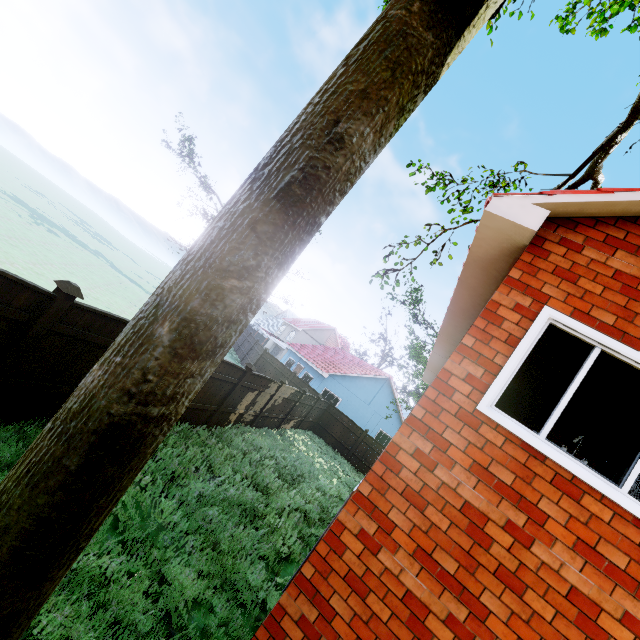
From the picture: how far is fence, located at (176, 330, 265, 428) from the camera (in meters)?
8.86

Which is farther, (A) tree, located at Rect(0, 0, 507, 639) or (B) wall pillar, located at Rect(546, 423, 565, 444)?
(B) wall pillar, located at Rect(546, 423, 565, 444)

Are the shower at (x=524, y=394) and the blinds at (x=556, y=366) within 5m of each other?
yes

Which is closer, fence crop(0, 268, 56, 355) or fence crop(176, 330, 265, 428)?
fence crop(0, 268, 56, 355)

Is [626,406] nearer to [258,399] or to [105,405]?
[105,405]

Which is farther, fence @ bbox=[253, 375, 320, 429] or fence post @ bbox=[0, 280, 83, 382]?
fence @ bbox=[253, 375, 320, 429]

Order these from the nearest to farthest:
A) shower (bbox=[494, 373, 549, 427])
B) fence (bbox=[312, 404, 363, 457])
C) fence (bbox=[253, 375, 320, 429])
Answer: shower (bbox=[494, 373, 549, 427]), fence (bbox=[253, 375, 320, 429]), fence (bbox=[312, 404, 363, 457])

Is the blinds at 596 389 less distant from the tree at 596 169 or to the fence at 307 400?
the fence at 307 400
